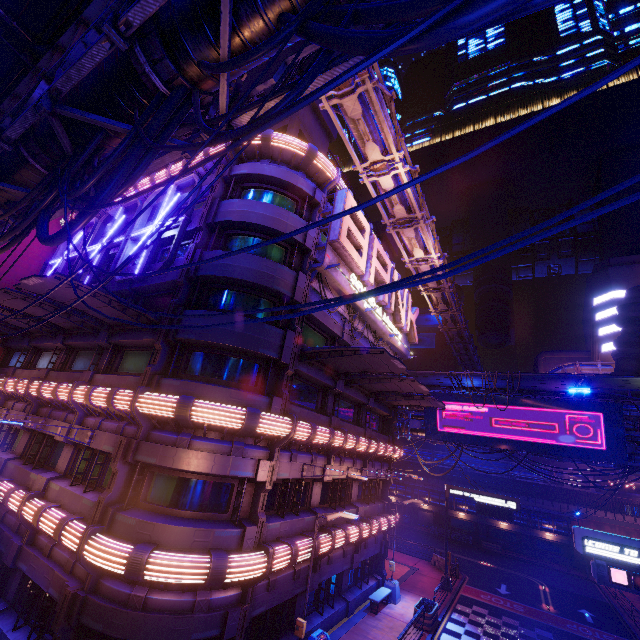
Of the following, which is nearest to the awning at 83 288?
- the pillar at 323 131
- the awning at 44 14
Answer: the awning at 44 14

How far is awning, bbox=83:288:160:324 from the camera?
12.49m

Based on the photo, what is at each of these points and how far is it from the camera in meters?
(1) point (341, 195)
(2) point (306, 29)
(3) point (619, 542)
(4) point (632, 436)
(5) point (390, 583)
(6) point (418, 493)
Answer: (1) sign, 17.0 m
(2) cable, 4.0 m
(3) sign, 11.5 m
(4) pipe, 23.6 m
(5) street light, 21.1 m
(6) walkway, 48.4 m

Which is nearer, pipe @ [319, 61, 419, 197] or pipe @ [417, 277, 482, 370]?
pipe @ [319, 61, 419, 197]

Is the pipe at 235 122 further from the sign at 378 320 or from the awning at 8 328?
the sign at 378 320

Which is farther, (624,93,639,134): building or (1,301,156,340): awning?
(624,93,639,134): building

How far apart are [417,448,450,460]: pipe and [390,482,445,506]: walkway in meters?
2.8 m

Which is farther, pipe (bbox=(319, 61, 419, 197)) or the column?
the column
